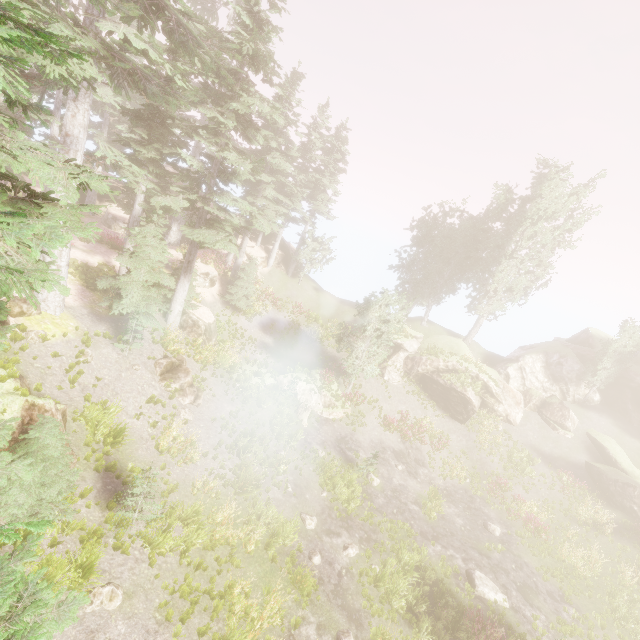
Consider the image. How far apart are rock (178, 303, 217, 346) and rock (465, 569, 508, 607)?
20.5 meters

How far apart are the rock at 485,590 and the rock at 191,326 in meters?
20.5

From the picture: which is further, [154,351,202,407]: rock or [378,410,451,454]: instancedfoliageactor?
[378,410,451,454]: instancedfoliageactor

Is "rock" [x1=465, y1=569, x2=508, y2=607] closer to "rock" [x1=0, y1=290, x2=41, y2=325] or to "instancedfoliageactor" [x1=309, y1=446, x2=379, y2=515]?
"instancedfoliageactor" [x1=309, y1=446, x2=379, y2=515]

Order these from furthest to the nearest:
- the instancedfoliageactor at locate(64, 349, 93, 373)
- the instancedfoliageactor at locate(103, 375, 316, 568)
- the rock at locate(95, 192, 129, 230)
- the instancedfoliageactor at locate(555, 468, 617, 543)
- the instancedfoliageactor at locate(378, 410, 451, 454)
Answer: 1. the rock at locate(95, 192, 129, 230)
2. the instancedfoliageactor at locate(378, 410, 451, 454)
3. the instancedfoliageactor at locate(555, 468, 617, 543)
4. the instancedfoliageactor at locate(64, 349, 93, 373)
5. the instancedfoliageactor at locate(103, 375, 316, 568)

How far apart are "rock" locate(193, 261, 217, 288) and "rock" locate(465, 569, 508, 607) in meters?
26.2 m

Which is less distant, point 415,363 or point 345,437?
point 345,437

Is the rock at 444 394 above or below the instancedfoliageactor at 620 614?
above
